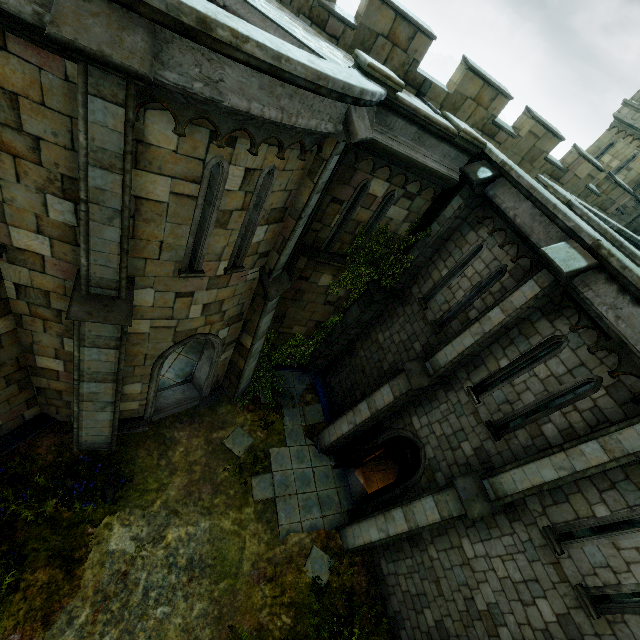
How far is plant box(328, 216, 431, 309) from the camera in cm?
997

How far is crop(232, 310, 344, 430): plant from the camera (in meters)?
12.28

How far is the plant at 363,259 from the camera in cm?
997

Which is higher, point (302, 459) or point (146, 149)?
point (146, 149)

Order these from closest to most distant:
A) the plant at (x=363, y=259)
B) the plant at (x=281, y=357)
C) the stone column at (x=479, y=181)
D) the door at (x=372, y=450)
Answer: the stone column at (x=479, y=181), the plant at (x=363, y=259), the door at (x=372, y=450), the plant at (x=281, y=357)

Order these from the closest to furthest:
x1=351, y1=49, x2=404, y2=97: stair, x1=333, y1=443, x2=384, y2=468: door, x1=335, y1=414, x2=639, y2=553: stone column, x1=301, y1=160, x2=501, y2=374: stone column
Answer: x1=335, y1=414, x2=639, y2=553: stone column → x1=351, y1=49, x2=404, y2=97: stair → x1=301, y1=160, x2=501, y2=374: stone column → x1=333, y1=443, x2=384, y2=468: door

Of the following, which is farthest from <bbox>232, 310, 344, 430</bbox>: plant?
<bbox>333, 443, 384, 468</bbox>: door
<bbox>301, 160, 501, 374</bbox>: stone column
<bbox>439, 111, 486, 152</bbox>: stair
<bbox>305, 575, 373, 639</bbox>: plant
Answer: <bbox>439, 111, 486, 152</bbox>: stair

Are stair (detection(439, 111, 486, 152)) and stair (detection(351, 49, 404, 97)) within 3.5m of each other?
yes
